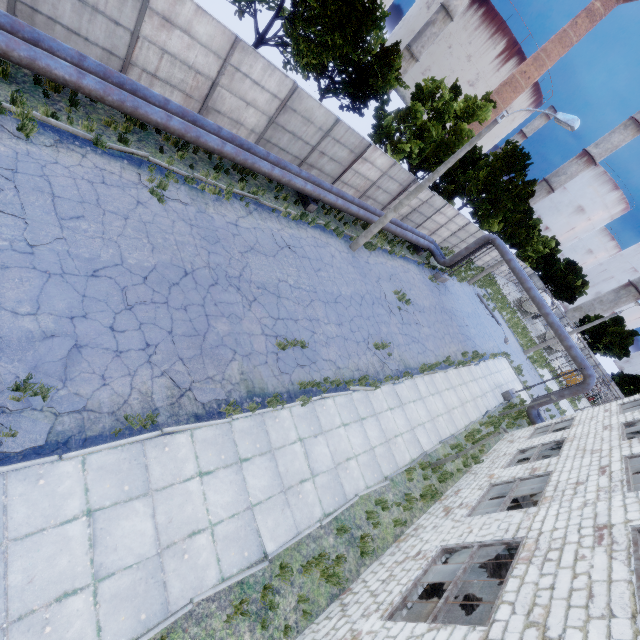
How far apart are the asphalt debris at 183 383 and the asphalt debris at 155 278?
1.3 meters

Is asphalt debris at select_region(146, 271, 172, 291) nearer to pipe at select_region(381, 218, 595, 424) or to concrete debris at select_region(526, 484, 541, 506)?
pipe at select_region(381, 218, 595, 424)

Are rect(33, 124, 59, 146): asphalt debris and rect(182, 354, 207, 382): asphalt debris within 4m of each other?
no

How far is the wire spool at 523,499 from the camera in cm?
1388

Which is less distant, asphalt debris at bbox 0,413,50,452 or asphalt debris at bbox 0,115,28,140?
asphalt debris at bbox 0,413,50,452

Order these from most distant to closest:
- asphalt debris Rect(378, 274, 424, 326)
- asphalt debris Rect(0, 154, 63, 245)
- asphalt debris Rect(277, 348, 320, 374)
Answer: asphalt debris Rect(378, 274, 424, 326), asphalt debris Rect(277, 348, 320, 374), asphalt debris Rect(0, 154, 63, 245)

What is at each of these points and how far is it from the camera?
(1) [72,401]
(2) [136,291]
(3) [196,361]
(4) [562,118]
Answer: (1) asphalt debris, 6.0m
(2) asphalt debris, 8.0m
(3) asphalt debris, 8.2m
(4) lamp post, 11.8m

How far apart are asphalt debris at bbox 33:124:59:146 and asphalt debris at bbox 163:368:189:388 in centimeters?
602cm
